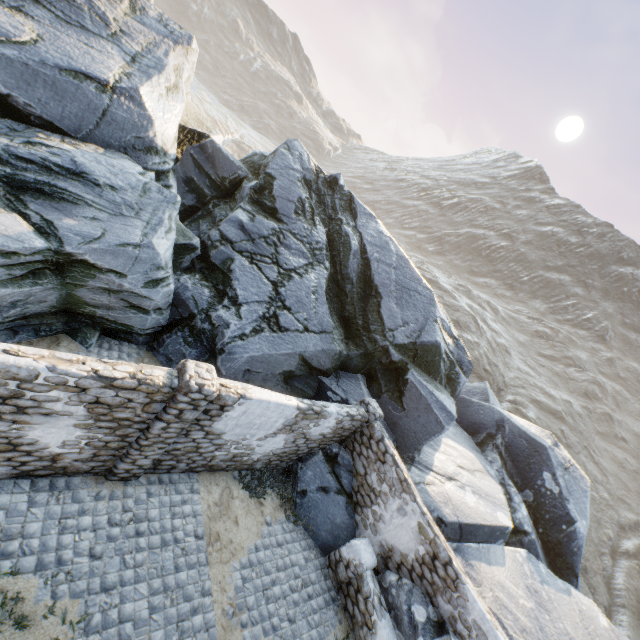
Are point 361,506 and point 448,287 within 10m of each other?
no

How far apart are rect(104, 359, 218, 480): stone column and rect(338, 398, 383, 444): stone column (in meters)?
5.35

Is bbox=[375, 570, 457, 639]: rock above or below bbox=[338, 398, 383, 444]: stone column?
below

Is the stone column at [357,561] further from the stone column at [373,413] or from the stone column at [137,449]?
the stone column at [137,449]

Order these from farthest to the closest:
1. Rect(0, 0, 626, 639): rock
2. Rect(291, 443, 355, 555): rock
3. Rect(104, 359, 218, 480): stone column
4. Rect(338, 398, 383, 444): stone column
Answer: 1. Rect(338, 398, 383, 444): stone column
2. Rect(291, 443, 355, 555): rock
3. Rect(0, 0, 626, 639): rock
4. Rect(104, 359, 218, 480): stone column

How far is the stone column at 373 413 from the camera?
9.9m

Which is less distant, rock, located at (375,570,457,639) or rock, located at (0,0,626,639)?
rock, located at (375,570,457,639)

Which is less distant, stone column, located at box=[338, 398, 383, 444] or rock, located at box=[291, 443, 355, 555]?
rock, located at box=[291, 443, 355, 555]
